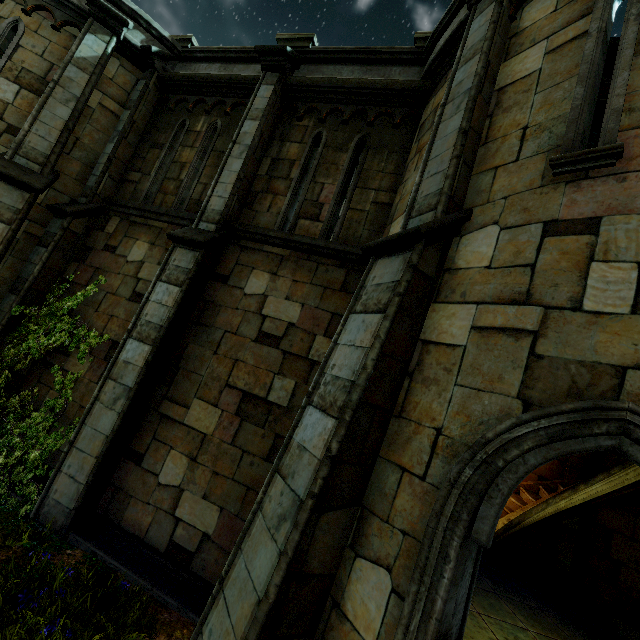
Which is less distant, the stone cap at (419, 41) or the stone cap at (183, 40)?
the stone cap at (419, 41)

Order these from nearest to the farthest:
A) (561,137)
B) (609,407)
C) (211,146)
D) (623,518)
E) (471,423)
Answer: (609,407)
(471,423)
(561,137)
(211,146)
(623,518)

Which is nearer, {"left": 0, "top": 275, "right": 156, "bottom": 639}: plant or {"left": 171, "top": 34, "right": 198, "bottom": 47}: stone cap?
{"left": 0, "top": 275, "right": 156, "bottom": 639}: plant

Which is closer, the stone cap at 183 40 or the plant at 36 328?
the plant at 36 328

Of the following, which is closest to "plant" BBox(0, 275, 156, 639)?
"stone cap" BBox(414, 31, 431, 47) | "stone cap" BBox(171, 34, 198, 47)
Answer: "stone cap" BBox(171, 34, 198, 47)

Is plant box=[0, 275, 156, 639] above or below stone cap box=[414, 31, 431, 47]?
below

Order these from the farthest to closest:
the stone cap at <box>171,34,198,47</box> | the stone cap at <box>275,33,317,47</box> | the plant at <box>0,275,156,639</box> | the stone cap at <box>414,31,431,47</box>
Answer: the stone cap at <box>171,34,198,47</box> → the stone cap at <box>275,33,317,47</box> → the stone cap at <box>414,31,431,47</box> → the plant at <box>0,275,156,639</box>

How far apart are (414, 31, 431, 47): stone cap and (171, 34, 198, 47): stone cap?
5.6m
